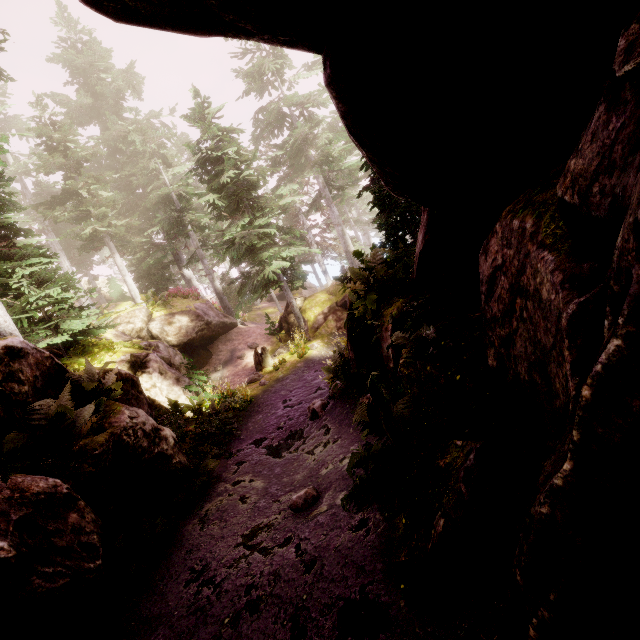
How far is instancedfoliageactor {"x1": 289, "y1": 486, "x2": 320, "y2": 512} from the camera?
5.9 meters

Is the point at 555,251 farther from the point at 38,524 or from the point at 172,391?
the point at 172,391

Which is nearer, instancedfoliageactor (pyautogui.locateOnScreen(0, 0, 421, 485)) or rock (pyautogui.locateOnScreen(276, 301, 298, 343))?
instancedfoliageactor (pyautogui.locateOnScreen(0, 0, 421, 485))

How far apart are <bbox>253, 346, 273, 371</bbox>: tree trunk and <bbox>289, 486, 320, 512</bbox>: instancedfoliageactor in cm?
1138

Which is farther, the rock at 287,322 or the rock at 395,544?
the rock at 287,322

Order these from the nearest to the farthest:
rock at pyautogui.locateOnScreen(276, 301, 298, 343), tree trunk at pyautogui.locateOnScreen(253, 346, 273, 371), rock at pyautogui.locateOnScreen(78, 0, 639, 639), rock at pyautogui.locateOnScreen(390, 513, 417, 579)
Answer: rock at pyautogui.locateOnScreen(78, 0, 639, 639) < rock at pyautogui.locateOnScreen(390, 513, 417, 579) < tree trunk at pyautogui.locateOnScreen(253, 346, 273, 371) < rock at pyautogui.locateOnScreen(276, 301, 298, 343)

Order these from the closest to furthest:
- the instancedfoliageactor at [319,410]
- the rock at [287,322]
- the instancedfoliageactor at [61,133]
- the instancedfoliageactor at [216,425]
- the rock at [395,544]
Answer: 1. the rock at [395,544]
2. the instancedfoliageactor at [216,425]
3. the instancedfoliageactor at [61,133]
4. the instancedfoliageactor at [319,410]
5. the rock at [287,322]
